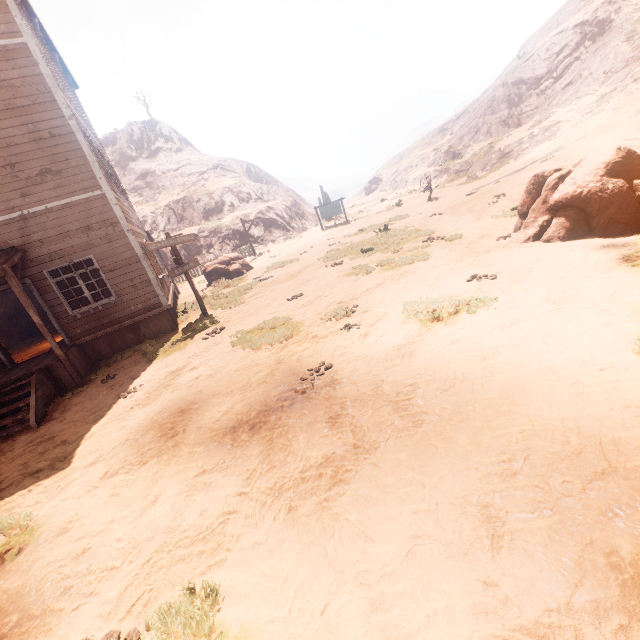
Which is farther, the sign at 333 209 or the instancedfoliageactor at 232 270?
the sign at 333 209

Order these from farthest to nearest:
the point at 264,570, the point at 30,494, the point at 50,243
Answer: the point at 50,243
the point at 30,494
the point at 264,570

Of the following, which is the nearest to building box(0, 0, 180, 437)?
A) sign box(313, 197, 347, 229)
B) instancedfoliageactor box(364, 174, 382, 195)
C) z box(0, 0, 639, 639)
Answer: z box(0, 0, 639, 639)

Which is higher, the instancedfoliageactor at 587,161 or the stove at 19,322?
the stove at 19,322

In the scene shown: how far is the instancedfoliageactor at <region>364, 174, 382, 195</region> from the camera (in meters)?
56.78

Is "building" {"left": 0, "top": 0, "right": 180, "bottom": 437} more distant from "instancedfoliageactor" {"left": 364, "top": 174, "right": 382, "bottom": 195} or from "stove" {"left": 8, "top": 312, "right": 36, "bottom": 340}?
"instancedfoliageactor" {"left": 364, "top": 174, "right": 382, "bottom": 195}

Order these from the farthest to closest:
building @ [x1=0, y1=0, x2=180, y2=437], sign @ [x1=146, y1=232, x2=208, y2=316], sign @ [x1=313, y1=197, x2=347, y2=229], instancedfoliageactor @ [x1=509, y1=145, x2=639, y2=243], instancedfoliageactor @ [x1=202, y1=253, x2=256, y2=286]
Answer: sign @ [x1=313, y1=197, x2=347, y2=229] < instancedfoliageactor @ [x1=202, y1=253, x2=256, y2=286] < sign @ [x1=146, y1=232, x2=208, y2=316] < building @ [x1=0, y1=0, x2=180, y2=437] < instancedfoliageactor @ [x1=509, y1=145, x2=639, y2=243]

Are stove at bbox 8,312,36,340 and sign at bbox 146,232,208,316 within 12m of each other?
yes
